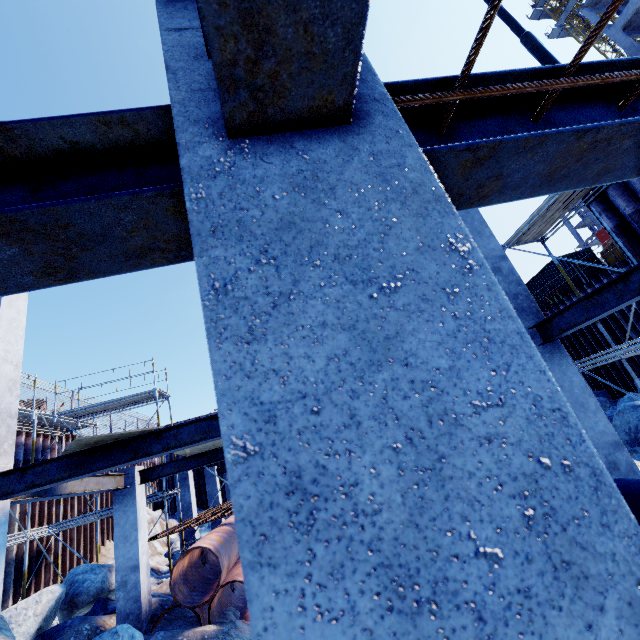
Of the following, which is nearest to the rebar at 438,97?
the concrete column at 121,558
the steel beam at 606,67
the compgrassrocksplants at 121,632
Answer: the steel beam at 606,67

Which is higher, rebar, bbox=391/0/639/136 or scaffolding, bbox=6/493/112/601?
rebar, bbox=391/0/639/136

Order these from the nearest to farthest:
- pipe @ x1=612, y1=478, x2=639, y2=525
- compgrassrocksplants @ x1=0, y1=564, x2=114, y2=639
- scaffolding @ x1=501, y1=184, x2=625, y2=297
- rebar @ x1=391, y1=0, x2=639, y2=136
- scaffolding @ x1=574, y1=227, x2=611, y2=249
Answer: rebar @ x1=391, y1=0, x2=639, y2=136 < pipe @ x1=612, y1=478, x2=639, y2=525 < compgrassrocksplants @ x1=0, y1=564, x2=114, y2=639 < scaffolding @ x1=501, y1=184, x2=625, y2=297 < scaffolding @ x1=574, y1=227, x2=611, y2=249

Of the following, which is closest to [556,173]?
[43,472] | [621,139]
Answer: [621,139]

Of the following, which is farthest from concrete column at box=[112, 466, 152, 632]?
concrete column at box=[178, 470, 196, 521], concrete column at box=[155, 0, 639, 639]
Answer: concrete column at box=[155, 0, 639, 639]

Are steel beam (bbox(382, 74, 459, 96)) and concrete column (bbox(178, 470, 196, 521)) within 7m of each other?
no

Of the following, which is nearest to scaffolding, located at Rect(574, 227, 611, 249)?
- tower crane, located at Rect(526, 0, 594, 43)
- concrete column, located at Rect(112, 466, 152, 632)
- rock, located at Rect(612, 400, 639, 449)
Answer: rock, located at Rect(612, 400, 639, 449)

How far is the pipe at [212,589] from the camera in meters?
8.0
